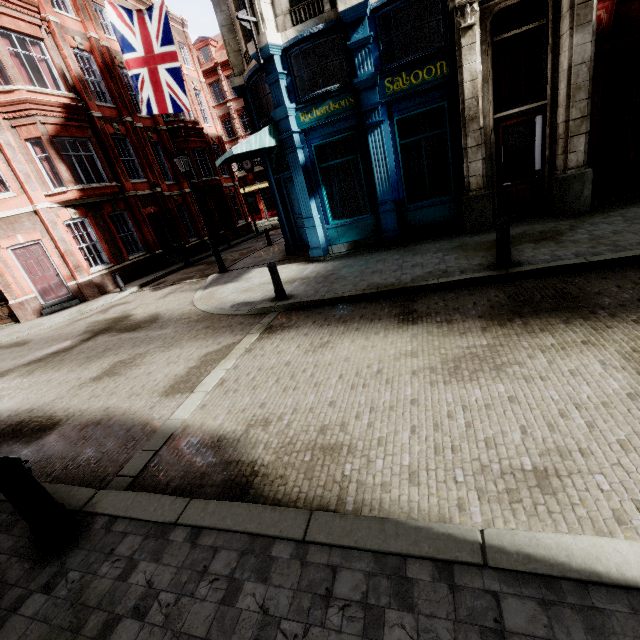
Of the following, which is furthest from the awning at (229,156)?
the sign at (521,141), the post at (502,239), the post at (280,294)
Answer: the post at (502,239)

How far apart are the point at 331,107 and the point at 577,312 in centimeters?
834cm

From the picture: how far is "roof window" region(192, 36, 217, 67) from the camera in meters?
38.3

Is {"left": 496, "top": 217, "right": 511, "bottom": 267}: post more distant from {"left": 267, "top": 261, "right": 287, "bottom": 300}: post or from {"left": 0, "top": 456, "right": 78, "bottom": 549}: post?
{"left": 0, "top": 456, "right": 78, "bottom": 549}: post

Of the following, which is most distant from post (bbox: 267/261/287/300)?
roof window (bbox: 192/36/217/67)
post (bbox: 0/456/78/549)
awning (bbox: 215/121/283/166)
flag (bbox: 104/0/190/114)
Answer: roof window (bbox: 192/36/217/67)

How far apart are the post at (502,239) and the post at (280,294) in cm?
472

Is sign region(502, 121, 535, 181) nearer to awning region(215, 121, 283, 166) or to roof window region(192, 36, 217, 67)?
awning region(215, 121, 283, 166)

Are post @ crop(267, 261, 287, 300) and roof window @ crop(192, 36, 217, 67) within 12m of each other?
no
